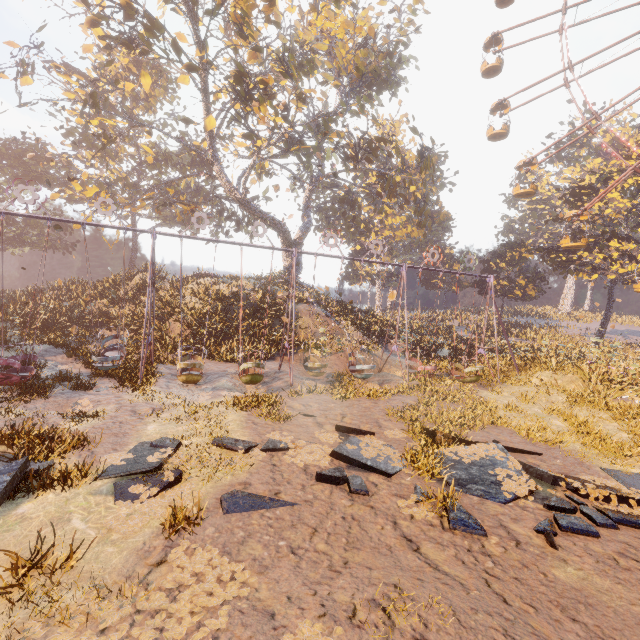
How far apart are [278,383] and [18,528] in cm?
1019

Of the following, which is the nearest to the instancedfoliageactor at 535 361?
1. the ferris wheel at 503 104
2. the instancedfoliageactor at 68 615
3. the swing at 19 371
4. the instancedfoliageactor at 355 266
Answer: the ferris wheel at 503 104

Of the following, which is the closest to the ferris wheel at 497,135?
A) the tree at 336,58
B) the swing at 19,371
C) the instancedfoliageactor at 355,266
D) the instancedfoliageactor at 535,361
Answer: the instancedfoliageactor at 535,361

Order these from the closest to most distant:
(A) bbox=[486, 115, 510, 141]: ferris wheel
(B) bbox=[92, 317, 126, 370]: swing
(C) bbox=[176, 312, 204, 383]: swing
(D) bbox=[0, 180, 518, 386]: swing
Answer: (D) bbox=[0, 180, 518, 386]: swing → (C) bbox=[176, 312, 204, 383]: swing → (B) bbox=[92, 317, 126, 370]: swing → (A) bbox=[486, 115, 510, 141]: ferris wheel

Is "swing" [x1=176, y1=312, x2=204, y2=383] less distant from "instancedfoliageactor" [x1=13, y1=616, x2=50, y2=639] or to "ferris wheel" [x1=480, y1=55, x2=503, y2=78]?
"instancedfoliageactor" [x1=13, y1=616, x2=50, y2=639]

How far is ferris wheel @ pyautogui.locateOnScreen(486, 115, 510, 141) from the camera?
25.9m

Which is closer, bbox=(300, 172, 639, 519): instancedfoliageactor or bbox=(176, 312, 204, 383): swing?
bbox=(300, 172, 639, 519): instancedfoliageactor

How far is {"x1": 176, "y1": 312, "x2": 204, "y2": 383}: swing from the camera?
12.7m
